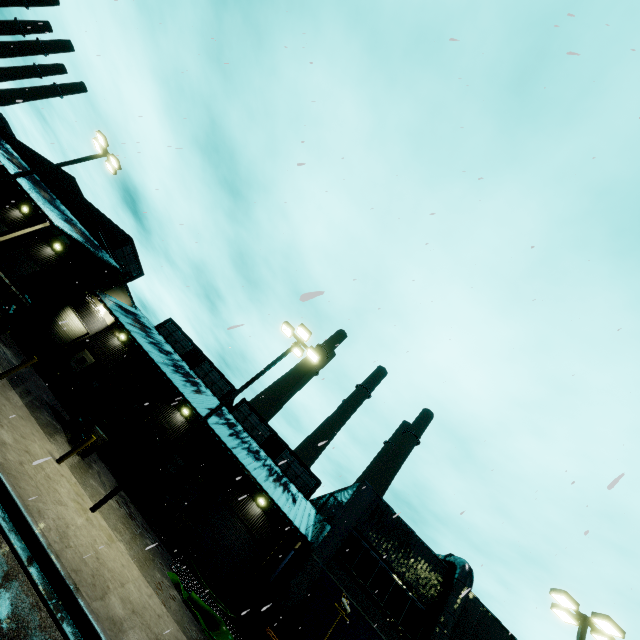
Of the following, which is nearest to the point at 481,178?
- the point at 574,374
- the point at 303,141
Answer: the point at 303,141

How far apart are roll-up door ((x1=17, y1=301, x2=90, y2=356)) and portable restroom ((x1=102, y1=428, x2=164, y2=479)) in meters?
11.8

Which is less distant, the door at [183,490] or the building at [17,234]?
the building at [17,234]

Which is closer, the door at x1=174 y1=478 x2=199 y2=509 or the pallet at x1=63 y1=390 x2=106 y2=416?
the pallet at x1=63 y1=390 x2=106 y2=416

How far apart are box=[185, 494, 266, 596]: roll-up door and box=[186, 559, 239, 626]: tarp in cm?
503

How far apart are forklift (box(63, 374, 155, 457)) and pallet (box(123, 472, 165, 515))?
3.9 meters

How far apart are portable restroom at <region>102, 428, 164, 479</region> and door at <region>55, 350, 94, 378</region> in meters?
10.3

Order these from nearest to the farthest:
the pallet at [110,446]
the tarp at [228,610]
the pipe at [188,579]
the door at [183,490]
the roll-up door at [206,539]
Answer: the pipe at [188,579], the tarp at [228,610], the pallet at [110,446], the roll-up door at [206,539], the door at [183,490]
